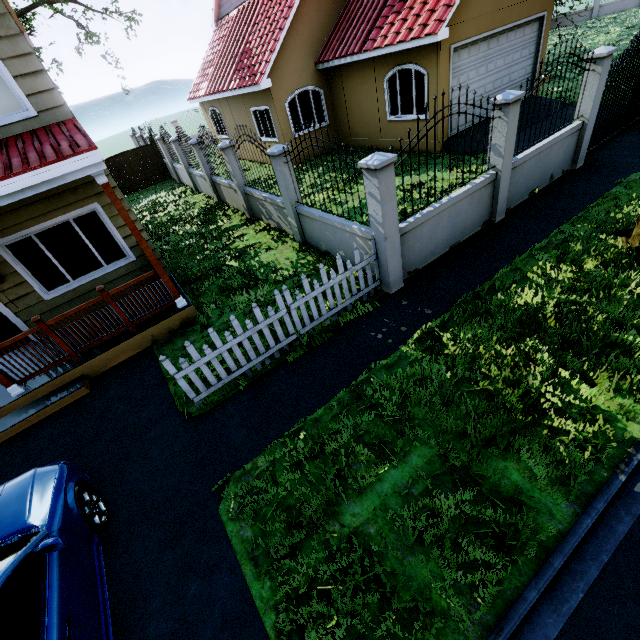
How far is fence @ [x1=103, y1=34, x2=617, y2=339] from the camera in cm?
548

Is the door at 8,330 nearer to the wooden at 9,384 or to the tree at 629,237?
the wooden at 9,384

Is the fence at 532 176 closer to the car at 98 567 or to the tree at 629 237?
the tree at 629 237

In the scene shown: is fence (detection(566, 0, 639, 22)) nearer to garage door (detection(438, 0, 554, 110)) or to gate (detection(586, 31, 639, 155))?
gate (detection(586, 31, 639, 155))

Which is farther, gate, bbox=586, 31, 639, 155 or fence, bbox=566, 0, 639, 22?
fence, bbox=566, 0, 639, 22

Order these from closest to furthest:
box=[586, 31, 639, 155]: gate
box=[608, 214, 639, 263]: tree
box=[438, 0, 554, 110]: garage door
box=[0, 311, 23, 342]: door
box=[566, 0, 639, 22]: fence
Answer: box=[608, 214, 639, 263]: tree
box=[0, 311, 23, 342]: door
box=[586, 31, 639, 155]: gate
box=[438, 0, 554, 110]: garage door
box=[566, 0, 639, 22]: fence

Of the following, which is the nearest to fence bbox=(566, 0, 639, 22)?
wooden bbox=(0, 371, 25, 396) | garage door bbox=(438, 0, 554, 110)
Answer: garage door bbox=(438, 0, 554, 110)

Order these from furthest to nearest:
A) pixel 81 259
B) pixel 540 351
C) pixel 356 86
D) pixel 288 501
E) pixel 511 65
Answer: pixel 356 86, pixel 511 65, pixel 81 259, pixel 540 351, pixel 288 501
